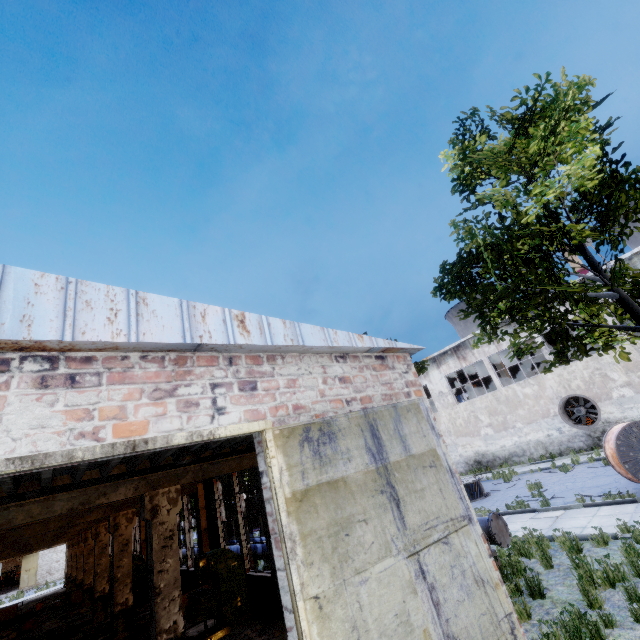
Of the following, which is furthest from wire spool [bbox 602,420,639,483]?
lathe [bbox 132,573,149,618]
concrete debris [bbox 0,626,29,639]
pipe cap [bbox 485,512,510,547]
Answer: concrete debris [bbox 0,626,29,639]

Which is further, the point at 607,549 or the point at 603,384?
the point at 603,384

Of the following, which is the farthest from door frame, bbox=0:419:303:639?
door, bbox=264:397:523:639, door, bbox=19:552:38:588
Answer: door, bbox=19:552:38:588

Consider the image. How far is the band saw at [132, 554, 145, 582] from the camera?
17.95m

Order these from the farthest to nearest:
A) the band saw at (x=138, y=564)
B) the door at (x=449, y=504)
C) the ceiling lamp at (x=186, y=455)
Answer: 1. the band saw at (x=138, y=564)
2. the ceiling lamp at (x=186, y=455)
3. the door at (x=449, y=504)

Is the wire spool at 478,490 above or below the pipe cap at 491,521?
below

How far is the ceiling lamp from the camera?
6.1 meters

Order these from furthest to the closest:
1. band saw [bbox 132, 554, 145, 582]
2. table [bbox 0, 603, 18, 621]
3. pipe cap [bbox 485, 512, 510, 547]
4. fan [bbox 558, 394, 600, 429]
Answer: table [bbox 0, 603, 18, 621] → fan [bbox 558, 394, 600, 429] → band saw [bbox 132, 554, 145, 582] → pipe cap [bbox 485, 512, 510, 547]
